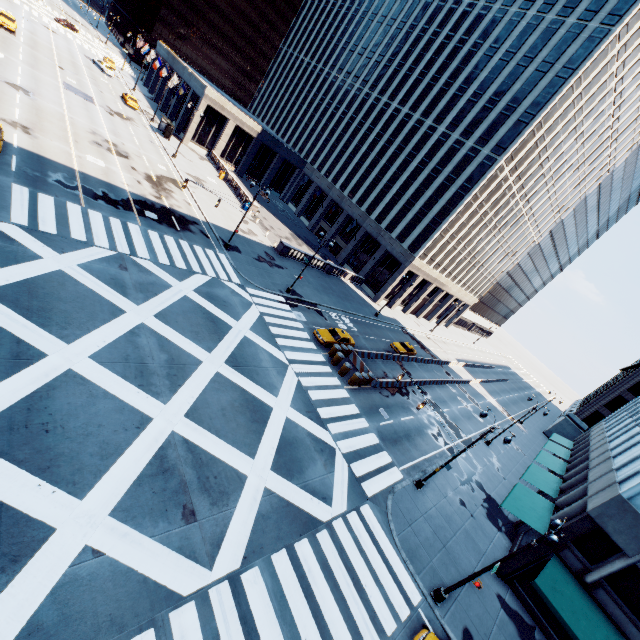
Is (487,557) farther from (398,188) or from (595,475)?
(398,188)

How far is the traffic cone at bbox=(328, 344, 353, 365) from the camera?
28.12m

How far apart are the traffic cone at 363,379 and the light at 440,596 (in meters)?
14.36

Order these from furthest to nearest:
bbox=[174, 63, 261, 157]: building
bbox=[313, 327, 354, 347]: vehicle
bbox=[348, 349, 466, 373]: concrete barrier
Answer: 1. bbox=[174, 63, 261, 157]: building
2. bbox=[348, 349, 466, 373]: concrete barrier
3. bbox=[313, 327, 354, 347]: vehicle

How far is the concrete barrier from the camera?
30.9m

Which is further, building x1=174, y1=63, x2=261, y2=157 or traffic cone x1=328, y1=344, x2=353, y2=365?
building x1=174, y1=63, x2=261, y2=157

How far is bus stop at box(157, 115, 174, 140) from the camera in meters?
50.0 m

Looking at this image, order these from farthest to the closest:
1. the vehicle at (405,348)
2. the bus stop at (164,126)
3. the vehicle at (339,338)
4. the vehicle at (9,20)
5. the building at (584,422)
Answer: the bus stop at (164,126) < the vehicle at (9,20) < the vehicle at (405,348) < the vehicle at (339,338) < the building at (584,422)
